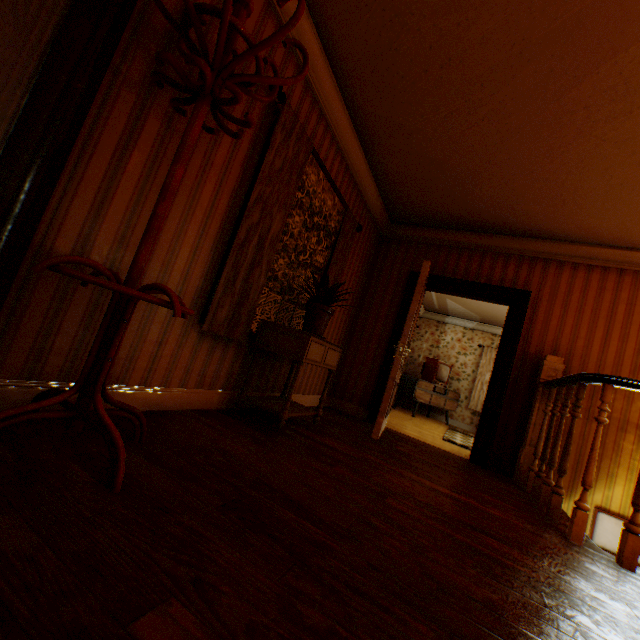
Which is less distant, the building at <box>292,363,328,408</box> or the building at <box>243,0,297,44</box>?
the building at <box>243,0,297,44</box>

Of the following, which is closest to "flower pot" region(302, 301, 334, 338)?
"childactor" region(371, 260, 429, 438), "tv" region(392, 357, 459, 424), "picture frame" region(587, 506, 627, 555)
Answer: "childactor" region(371, 260, 429, 438)

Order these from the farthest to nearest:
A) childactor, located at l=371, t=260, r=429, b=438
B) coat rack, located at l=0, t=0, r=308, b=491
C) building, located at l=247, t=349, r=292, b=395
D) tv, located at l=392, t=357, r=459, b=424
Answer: tv, located at l=392, t=357, r=459, b=424
childactor, located at l=371, t=260, r=429, b=438
building, located at l=247, t=349, r=292, b=395
coat rack, located at l=0, t=0, r=308, b=491

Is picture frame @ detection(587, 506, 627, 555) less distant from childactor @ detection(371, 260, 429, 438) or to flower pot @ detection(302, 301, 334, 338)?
childactor @ detection(371, 260, 429, 438)

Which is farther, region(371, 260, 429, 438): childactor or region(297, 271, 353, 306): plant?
region(371, 260, 429, 438): childactor

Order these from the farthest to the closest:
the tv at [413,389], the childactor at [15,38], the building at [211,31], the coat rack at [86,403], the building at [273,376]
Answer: the tv at [413,389] < the building at [273,376] < the building at [211,31] < the coat rack at [86,403] < the childactor at [15,38]

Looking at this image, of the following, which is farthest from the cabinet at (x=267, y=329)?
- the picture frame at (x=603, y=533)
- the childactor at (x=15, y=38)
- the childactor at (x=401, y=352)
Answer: the picture frame at (x=603, y=533)

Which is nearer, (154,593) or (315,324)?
(154,593)
